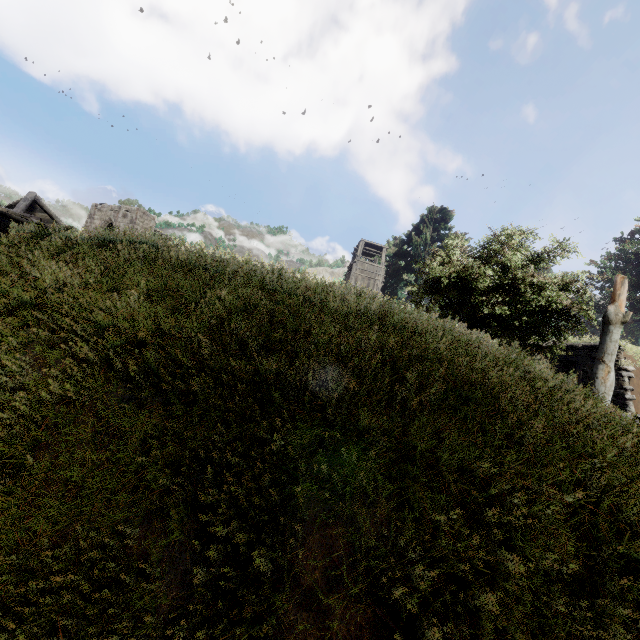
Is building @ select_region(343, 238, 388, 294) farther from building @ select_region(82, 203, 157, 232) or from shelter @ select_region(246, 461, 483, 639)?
building @ select_region(82, 203, 157, 232)

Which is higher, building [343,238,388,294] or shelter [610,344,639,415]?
building [343,238,388,294]

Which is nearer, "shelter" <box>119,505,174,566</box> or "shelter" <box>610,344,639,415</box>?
"shelter" <box>119,505,174,566</box>

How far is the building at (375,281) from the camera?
32.8m

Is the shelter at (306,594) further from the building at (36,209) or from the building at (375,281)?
the building at (375,281)

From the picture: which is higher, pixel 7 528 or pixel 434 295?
pixel 434 295

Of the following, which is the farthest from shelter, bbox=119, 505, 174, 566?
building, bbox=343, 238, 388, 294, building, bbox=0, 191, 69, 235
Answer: building, bbox=343, 238, 388, 294

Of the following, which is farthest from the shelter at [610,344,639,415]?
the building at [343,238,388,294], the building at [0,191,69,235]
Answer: the building at [0,191,69,235]
